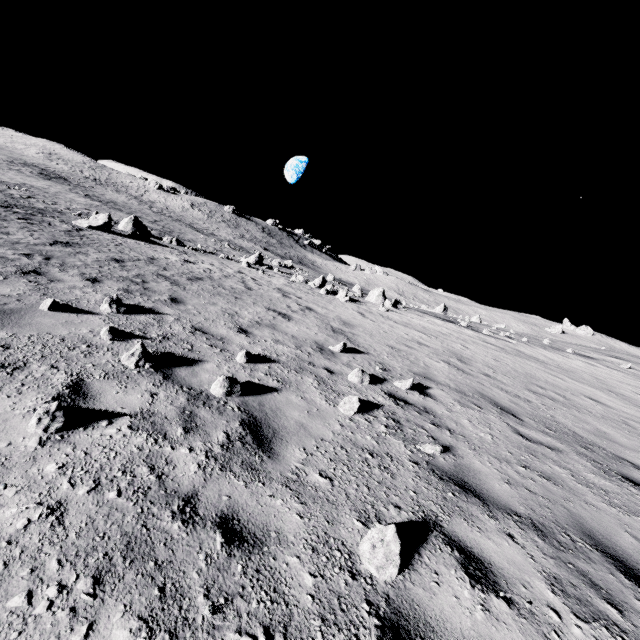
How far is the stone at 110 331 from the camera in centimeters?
485cm

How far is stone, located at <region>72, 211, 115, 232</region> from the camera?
18.3 meters

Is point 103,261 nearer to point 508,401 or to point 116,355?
point 116,355

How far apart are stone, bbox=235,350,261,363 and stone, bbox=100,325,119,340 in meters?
1.9

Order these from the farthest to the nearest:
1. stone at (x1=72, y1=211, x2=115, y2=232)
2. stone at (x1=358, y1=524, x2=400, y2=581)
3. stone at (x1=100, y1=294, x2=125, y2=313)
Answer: stone at (x1=72, y1=211, x2=115, y2=232) < stone at (x1=100, y1=294, x2=125, y2=313) < stone at (x1=358, y1=524, x2=400, y2=581)

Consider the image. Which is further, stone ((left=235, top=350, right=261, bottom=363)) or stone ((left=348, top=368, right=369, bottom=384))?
stone ((left=348, top=368, right=369, bottom=384))

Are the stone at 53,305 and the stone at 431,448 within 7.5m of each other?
yes

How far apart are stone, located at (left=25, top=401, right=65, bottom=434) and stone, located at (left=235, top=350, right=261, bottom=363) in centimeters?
273cm
